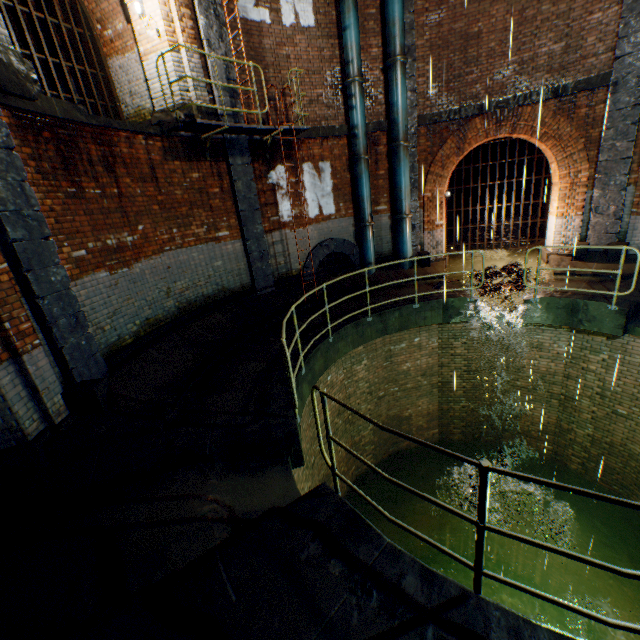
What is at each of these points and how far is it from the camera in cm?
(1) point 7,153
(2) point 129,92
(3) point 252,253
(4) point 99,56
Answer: (1) support column, 427
(2) building tunnel, 871
(3) support column, 927
(4) sewer grate, 849

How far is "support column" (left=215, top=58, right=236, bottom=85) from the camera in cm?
779

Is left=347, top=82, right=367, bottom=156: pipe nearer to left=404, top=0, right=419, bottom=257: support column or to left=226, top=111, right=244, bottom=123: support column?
left=404, top=0, right=419, bottom=257: support column

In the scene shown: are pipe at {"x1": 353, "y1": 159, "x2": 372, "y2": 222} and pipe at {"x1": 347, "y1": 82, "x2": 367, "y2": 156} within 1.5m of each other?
yes

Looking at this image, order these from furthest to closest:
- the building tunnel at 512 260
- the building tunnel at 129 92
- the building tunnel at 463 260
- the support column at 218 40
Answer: the building tunnel at 463 260
the building tunnel at 512 260
the building tunnel at 129 92
the support column at 218 40

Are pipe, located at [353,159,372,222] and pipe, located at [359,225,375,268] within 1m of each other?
yes

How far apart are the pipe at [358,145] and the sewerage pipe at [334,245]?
2.53m

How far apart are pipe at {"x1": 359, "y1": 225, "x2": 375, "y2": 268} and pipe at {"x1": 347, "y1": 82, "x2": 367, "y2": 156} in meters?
2.1
